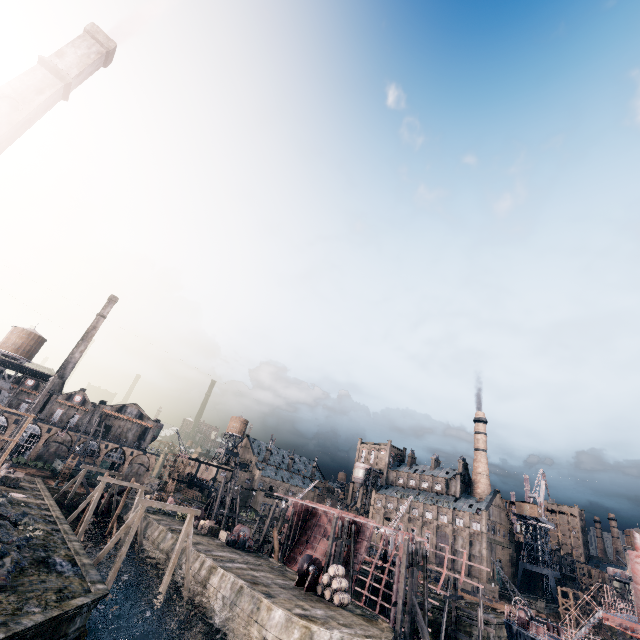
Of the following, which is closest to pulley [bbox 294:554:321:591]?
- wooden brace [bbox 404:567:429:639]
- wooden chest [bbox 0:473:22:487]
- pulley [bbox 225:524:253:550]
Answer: wooden brace [bbox 404:567:429:639]

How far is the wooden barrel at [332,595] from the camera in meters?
28.1 m

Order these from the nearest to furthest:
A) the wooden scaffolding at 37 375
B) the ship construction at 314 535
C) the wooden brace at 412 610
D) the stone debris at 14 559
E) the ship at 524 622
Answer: the stone debris at 14 559 → the ship at 524 622 → the wooden brace at 412 610 → the wooden scaffolding at 37 375 → the ship construction at 314 535

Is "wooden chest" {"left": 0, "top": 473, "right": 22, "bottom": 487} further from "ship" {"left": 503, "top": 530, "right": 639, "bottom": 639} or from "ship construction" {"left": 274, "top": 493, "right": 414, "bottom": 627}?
"ship" {"left": 503, "top": 530, "right": 639, "bottom": 639}

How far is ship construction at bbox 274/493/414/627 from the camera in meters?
35.2 m

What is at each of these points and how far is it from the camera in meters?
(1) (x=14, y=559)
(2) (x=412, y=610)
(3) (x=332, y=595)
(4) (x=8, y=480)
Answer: (1) stone debris, 19.0
(2) wooden brace, 27.6
(3) wooden barrel, 28.7
(4) wooden chest, 40.4

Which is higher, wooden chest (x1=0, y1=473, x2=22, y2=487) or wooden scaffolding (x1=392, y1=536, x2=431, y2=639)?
wooden scaffolding (x1=392, y1=536, x2=431, y2=639)

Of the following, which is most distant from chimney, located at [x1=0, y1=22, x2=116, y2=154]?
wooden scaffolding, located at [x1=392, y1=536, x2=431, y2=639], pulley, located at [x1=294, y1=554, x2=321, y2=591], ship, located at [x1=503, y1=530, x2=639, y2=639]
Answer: ship, located at [x1=503, y1=530, x2=639, y2=639]
